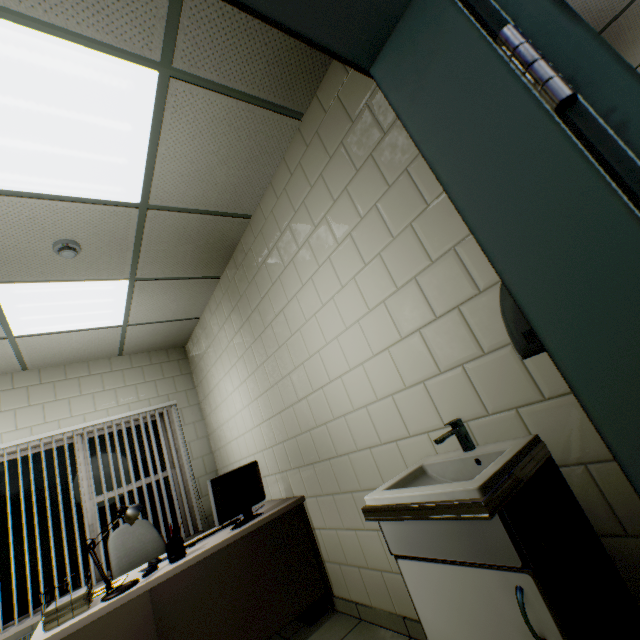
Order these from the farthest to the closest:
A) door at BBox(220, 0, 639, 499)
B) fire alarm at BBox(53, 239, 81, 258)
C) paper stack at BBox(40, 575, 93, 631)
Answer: fire alarm at BBox(53, 239, 81, 258) < paper stack at BBox(40, 575, 93, 631) < door at BBox(220, 0, 639, 499)

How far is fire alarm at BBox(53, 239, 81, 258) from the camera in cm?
240

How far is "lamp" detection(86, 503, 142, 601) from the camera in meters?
2.0

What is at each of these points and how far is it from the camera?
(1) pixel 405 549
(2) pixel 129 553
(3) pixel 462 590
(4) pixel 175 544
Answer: (1) sink, 1.30m
(2) chair, 3.13m
(3) cabinet, 1.13m
(4) stationery set, 2.28m

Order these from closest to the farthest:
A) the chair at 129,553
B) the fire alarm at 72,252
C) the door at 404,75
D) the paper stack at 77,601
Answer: the door at 404,75 < the paper stack at 77,601 < the fire alarm at 72,252 < the chair at 129,553

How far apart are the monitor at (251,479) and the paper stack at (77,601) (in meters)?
0.84

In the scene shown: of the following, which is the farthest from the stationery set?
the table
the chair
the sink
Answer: the sink

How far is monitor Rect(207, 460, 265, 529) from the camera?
2.5 meters
